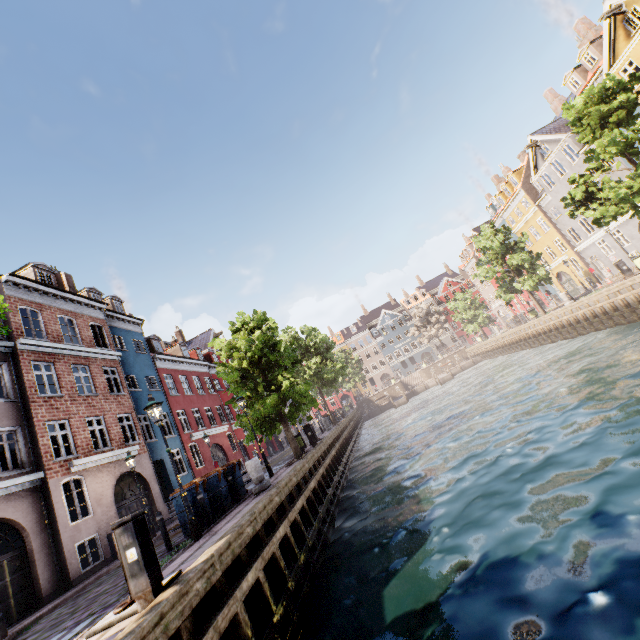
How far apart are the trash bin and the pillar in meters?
0.9

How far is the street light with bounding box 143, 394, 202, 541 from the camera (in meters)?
8.11

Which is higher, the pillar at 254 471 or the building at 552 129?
the building at 552 129

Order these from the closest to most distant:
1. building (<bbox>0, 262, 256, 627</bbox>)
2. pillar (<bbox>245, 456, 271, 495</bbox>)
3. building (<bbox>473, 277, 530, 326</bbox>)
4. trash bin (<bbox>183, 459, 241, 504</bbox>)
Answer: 1. trash bin (<bbox>183, 459, 241, 504</bbox>)
2. pillar (<bbox>245, 456, 271, 495</bbox>)
3. building (<bbox>0, 262, 256, 627</bbox>)
4. building (<bbox>473, 277, 530, 326</bbox>)

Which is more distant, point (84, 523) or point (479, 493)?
point (84, 523)

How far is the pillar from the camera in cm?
1077

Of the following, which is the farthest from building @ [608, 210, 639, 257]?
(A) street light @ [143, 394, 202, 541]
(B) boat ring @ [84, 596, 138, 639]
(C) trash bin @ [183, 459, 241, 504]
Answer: (B) boat ring @ [84, 596, 138, 639]

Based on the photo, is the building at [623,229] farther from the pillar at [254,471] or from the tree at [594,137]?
the pillar at [254,471]
